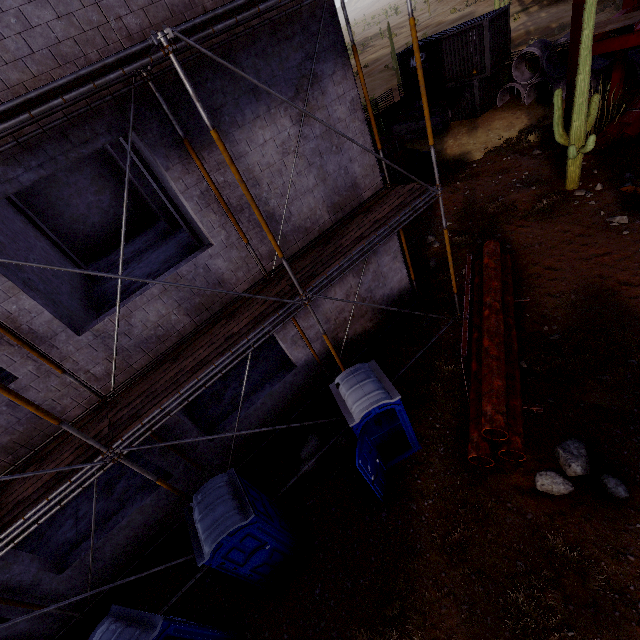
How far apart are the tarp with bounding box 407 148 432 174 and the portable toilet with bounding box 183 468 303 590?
17.6 meters

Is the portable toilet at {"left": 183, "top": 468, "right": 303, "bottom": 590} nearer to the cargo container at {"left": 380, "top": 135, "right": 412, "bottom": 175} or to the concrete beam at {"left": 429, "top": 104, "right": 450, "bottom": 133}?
the cargo container at {"left": 380, "top": 135, "right": 412, "bottom": 175}

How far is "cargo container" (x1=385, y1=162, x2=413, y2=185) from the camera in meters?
17.0 m

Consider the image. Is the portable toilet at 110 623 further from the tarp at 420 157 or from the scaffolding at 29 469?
the tarp at 420 157

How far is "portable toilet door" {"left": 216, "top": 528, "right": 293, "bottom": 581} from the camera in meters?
5.7

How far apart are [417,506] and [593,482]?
3.24m

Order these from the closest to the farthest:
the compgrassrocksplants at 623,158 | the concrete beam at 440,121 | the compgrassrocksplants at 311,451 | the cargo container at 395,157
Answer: the compgrassrocksplants at 311,451
the compgrassrocksplants at 623,158
the cargo container at 395,157
the concrete beam at 440,121
